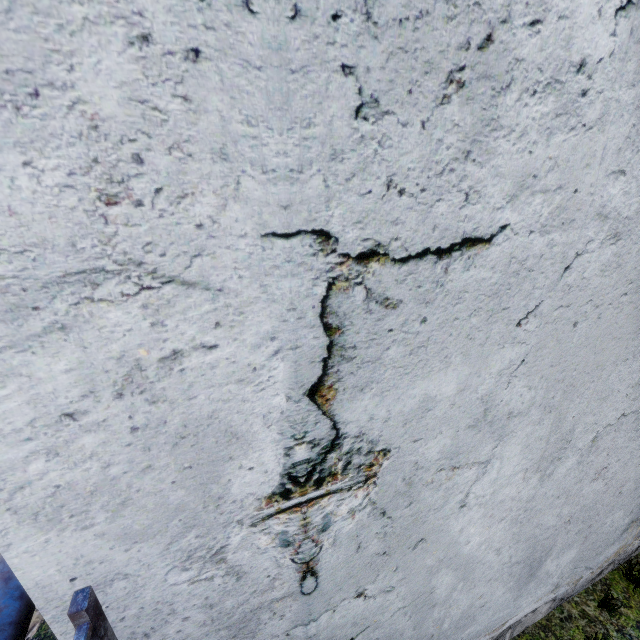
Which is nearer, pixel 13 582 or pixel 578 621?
pixel 13 582

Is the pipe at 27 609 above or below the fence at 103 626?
below

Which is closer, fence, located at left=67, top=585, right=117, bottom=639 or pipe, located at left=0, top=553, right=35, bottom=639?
fence, located at left=67, top=585, right=117, bottom=639

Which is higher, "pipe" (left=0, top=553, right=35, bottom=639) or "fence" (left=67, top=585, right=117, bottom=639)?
"fence" (left=67, top=585, right=117, bottom=639)

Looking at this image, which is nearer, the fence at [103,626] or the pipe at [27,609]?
the fence at [103,626]
